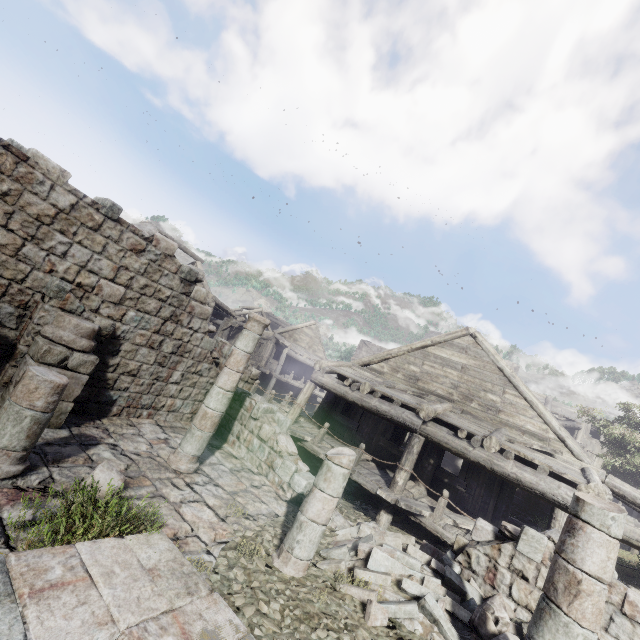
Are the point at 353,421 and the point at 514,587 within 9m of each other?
yes

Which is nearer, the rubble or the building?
the building

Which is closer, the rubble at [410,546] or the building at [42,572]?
the building at [42,572]
